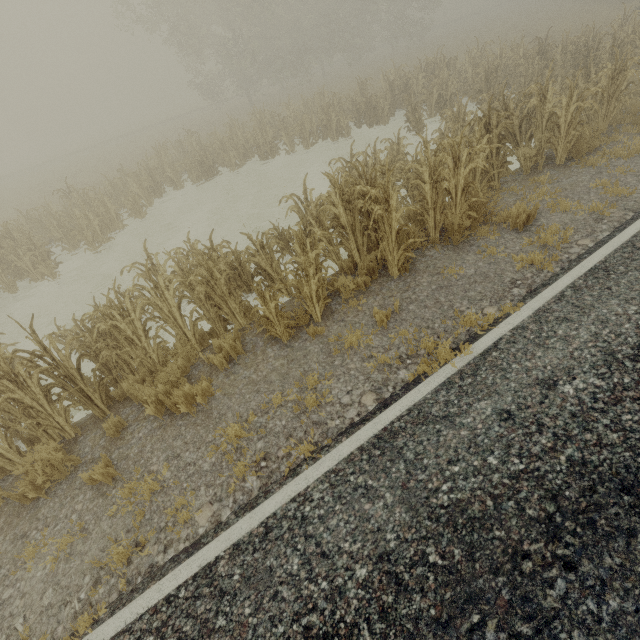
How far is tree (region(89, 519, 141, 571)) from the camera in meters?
3.3 m

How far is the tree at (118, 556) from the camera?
3.3 meters

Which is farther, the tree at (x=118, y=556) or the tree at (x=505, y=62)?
the tree at (x=505, y=62)

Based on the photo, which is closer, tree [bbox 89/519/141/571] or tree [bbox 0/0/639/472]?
tree [bbox 89/519/141/571]

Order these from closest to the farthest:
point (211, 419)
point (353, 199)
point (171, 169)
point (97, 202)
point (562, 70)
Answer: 1. point (211, 419)
2. point (353, 199)
3. point (562, 70)
4. point (97, 202)
5. point (171, 169)
